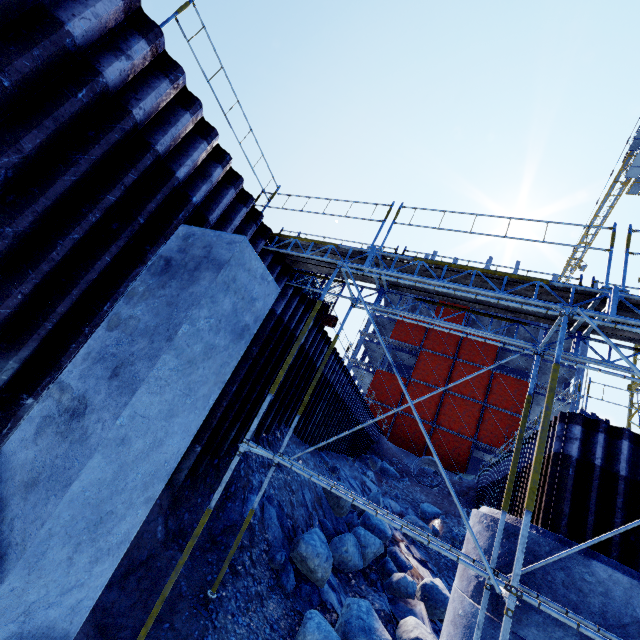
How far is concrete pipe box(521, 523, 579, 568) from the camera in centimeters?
531cm

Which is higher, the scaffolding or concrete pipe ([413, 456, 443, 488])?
the scaffolding

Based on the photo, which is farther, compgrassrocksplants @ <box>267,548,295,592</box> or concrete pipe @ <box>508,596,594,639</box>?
compgrassrocksplants @ <box>267,548,295,592</box>

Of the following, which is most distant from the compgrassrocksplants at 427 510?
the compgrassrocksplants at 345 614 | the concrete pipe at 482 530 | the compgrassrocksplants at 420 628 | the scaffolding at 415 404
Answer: the compgrassrocksplants at 345 614

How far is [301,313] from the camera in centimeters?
1055cm

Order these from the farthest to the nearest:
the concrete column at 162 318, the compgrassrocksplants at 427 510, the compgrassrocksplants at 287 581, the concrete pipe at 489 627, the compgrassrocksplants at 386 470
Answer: the compgrassrocksplants at 386 470 → the compgrassrocksplants at 427 510 → the compgrassrocksplants at 287 581 → the concrete pipe at 489 627 → the concrete column at 162 318

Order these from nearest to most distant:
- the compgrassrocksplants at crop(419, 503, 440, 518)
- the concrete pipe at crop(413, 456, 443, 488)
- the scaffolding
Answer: the scaffolding < the compgrassrocksplants at crop(419, 503, 440, 518) < the concrete pipe at crop(413, 456, 443, 488)

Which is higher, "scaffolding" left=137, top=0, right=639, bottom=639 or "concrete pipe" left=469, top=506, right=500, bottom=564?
"scaffolding" left=137, top=0, right=639, bottom=639
